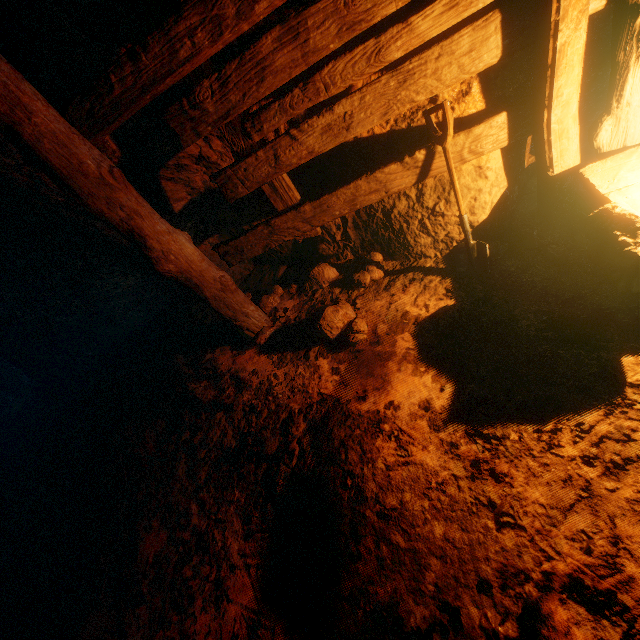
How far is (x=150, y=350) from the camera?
4.5 meters

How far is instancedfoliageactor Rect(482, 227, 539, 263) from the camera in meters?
2.5 m

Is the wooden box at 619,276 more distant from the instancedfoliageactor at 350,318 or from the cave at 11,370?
the cave at 11,370

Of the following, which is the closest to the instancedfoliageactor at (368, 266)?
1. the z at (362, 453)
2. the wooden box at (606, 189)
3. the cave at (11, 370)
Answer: the z at (362, 453)

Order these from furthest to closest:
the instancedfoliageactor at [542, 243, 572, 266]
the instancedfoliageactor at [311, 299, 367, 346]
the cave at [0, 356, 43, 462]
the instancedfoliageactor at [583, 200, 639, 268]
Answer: the cave at [0, 356, 43, 462] → the instancedfoliageactor at [311, 299, 367, 346] → the instancedfoliageactor at [542, 243, 572, 266] → the instancedfoliageactor at [583, 200, 639, 268]

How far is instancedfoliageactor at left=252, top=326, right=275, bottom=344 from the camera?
3.5m

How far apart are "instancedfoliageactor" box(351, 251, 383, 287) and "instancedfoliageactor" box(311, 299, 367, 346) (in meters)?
0.26
